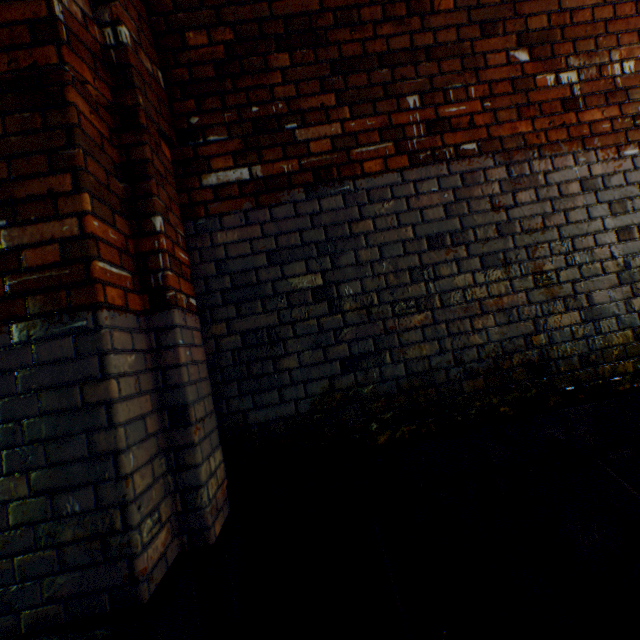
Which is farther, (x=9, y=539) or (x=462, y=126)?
(x=462, y=126)
